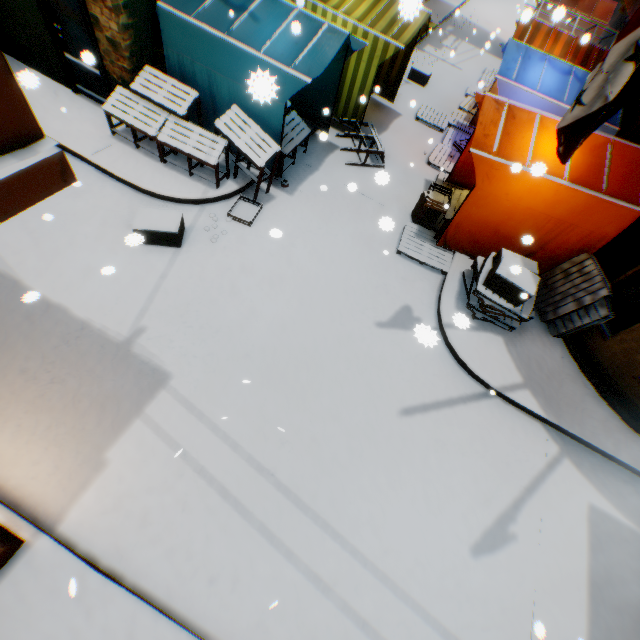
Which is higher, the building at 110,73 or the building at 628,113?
the building at 628,113

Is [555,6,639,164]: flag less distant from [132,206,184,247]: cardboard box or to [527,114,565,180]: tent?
[527,114,565,180]: tent

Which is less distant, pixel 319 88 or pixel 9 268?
pixel 9 268

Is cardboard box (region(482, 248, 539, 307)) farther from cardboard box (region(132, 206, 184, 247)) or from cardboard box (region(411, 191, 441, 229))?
cardboard box (region(132, 206, 184, 247))

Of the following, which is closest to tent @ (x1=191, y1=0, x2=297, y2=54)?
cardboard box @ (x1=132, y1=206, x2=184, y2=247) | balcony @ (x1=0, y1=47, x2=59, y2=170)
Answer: balcony @ (x1=0, y1=47, x2=59, y2=170)

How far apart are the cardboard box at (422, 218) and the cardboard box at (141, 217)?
5.1m

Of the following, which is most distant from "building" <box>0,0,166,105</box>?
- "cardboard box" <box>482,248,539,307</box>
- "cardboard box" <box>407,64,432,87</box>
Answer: "cardboard box" <box>407,64,432,87</box>

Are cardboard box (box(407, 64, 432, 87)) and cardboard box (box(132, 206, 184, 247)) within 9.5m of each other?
no
